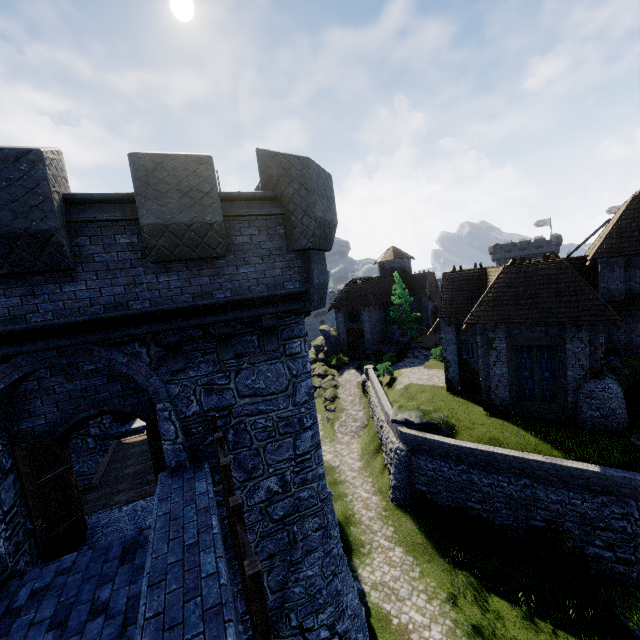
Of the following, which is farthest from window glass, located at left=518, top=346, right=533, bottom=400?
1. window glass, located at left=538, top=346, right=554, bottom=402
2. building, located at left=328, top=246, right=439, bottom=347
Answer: building, located at left=328, top=246, right=439, bottom=347

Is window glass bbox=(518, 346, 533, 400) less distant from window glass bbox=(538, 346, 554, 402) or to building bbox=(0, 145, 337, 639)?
window glass bbox=(538, 346, 554, 402)

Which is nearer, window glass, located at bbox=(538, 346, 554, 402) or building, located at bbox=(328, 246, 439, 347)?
window glass, located at bbox=(538, 346, 554, 402)

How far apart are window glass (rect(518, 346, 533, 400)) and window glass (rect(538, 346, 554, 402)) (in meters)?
0.22

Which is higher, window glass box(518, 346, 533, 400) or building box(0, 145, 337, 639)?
building box(0, 145, 337, 639)

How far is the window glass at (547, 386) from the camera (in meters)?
18.17

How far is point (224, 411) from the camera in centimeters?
710cm

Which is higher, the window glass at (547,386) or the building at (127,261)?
the building at (127,261)
